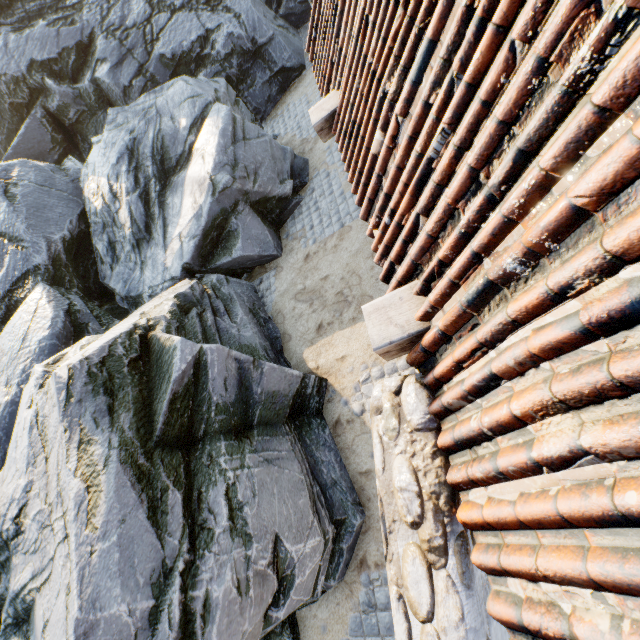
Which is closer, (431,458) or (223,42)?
(431,458)

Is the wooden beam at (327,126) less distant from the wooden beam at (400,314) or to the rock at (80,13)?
the wooden beam at (400,314)

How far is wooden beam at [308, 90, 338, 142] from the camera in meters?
3.7

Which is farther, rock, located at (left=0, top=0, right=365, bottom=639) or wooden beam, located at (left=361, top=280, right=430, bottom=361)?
rock, located at (left=0, top=0, right=365, bottom=639)

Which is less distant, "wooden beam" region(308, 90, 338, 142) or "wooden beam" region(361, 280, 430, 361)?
"wooden beam" region(361, 280, 430, 361)

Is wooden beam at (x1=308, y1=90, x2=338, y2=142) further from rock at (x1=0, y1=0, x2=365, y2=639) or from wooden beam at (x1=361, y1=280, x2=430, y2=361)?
rock at (x1=0, y1=0, x2=365, y2=639)

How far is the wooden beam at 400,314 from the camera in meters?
2.1 m

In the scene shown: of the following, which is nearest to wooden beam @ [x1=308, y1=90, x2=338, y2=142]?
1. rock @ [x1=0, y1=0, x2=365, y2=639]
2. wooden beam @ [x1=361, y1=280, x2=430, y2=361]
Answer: wooden beam @ [x1=361, y1=280, x2=430, y2=361]
